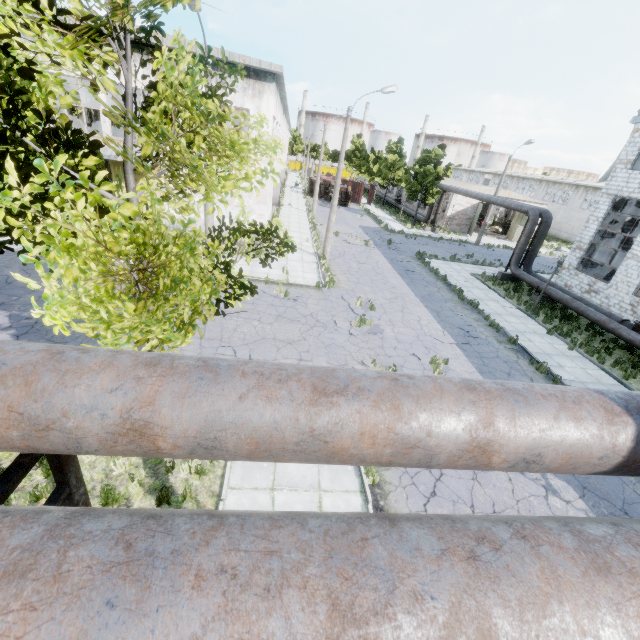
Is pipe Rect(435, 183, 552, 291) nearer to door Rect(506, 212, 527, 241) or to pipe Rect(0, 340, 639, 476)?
pipe Rect(0, 340, 639, 476)

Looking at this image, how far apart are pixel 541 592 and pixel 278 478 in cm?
680

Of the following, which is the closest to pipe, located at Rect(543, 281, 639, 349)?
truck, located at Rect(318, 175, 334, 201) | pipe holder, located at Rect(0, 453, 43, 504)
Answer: truck, located at Rect(318, 175, 334, 201)

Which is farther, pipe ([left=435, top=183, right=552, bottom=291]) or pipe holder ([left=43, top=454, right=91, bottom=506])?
pipe ([left=435, top=183, right=552, bottom=291])

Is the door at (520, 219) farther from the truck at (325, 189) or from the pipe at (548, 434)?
the pipe at (548, 434)

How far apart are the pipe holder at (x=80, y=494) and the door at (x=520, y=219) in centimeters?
4638cm

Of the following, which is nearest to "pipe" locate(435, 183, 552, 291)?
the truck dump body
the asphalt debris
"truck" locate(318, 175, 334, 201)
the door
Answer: the truck dump body
